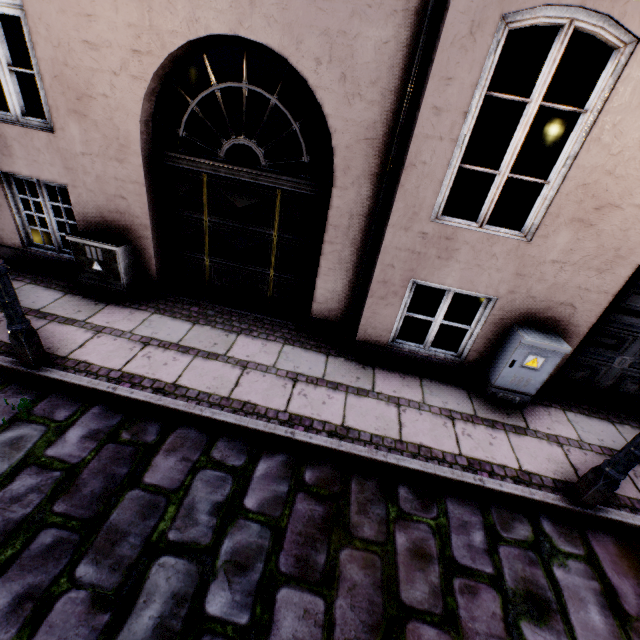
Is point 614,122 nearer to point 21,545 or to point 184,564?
point 184,564

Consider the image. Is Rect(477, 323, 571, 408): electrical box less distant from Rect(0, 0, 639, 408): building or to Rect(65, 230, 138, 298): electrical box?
Rect(0, 0, 639, 408): building

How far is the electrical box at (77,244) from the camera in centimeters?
453cm

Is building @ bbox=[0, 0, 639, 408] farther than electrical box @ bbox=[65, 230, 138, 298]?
No

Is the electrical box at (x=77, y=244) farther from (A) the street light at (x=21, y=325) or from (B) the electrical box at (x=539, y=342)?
(B) the electrical box at (x=539, y=342)

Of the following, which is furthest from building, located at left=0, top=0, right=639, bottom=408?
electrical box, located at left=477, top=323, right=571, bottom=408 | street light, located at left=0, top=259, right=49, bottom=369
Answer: street light, located at left=0, top=259, right=49, bottom=369

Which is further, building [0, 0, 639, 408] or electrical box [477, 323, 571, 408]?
electrical box [477, 323, 571, 408]

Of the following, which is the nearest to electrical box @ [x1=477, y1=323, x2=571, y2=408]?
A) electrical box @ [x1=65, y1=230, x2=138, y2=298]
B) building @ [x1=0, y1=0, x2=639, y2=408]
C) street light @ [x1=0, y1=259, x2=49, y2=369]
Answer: building @ [x1=0, y1=0, x2=639, y2=408]
